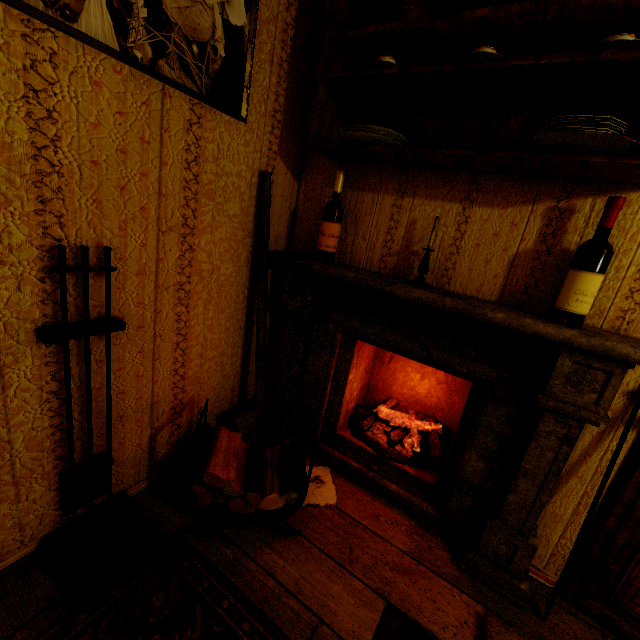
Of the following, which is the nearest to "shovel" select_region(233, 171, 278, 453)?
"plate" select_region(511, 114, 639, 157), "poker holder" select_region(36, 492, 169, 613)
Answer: "poker holder" select_region(36, 492, 169, 613)

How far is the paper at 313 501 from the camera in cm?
173

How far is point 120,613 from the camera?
1.12m

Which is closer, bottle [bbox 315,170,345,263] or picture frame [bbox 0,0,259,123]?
picture frame [bbox 0,0,259,123]

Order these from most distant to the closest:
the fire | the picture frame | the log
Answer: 1. the fire
2. the log
3. the picture frame

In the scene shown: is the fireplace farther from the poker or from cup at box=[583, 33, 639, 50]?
the poker

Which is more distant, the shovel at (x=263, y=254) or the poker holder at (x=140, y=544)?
the shovel at (x=263, y=254)

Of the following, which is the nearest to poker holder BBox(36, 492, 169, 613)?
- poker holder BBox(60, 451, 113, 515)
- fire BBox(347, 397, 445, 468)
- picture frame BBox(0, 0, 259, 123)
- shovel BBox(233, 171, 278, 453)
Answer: poker holder BBox(60, 451, 113, 515)
